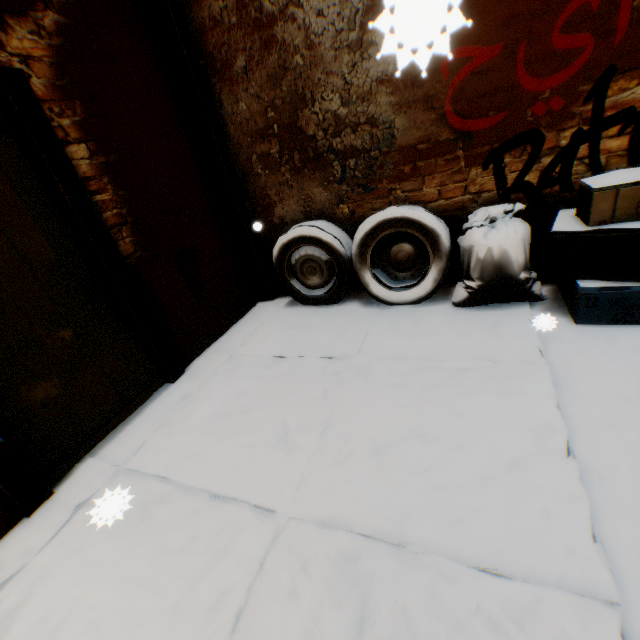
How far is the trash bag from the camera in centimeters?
260cm

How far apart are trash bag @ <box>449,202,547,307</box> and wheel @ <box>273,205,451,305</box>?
0.0m

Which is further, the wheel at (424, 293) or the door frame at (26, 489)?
the wheel at (424, 293)

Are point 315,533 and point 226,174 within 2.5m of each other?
no

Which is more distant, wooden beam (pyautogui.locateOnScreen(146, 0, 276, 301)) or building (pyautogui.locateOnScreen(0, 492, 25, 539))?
wooden beam (pyautogui.locateOnScreen(146, 0, 276, 301))

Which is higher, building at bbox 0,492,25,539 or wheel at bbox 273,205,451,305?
wheel at bbox 273,205,451,305

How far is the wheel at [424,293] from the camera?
3.0m

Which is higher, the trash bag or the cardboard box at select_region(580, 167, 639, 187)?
the cardboard box at select_region(580, 167, 639, 187)
